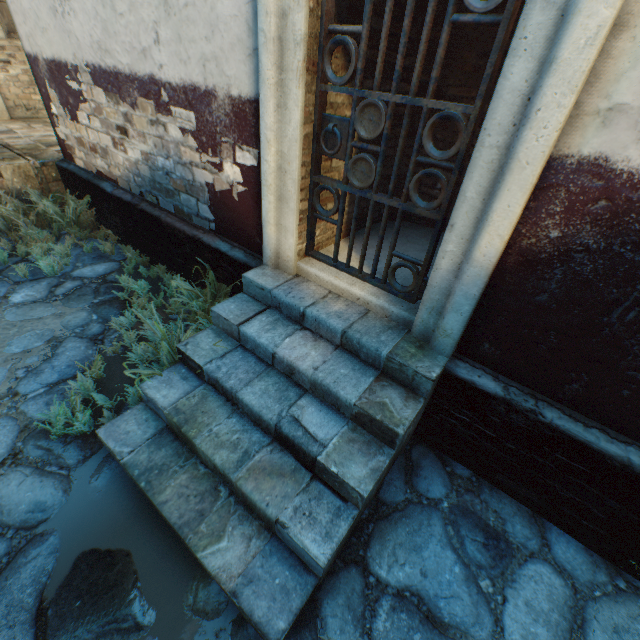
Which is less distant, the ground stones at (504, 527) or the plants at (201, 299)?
the ground stones at (504, 527)

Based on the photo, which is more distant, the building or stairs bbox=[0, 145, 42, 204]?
stairs bbox=[0, 145, 42, 204]

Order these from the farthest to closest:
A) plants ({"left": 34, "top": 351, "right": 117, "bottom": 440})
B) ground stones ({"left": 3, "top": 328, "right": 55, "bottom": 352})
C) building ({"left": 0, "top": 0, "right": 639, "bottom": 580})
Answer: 1. ground stones ({"left": 3, "top": 328, "right": 55, "bottom": 352})
2. plants ({"left": 34, "top": 351, "right": 117, "bottom": 440})
3. building ({"left": 0, "top": 0, "right": 639, "bottom": 580})

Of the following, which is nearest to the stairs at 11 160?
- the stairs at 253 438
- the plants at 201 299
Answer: the plants at 201 299

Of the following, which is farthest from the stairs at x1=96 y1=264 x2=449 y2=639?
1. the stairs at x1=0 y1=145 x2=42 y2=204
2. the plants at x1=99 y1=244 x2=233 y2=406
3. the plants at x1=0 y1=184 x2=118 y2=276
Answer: the stairs at x1=0 y1=145 x2=42 y2=204

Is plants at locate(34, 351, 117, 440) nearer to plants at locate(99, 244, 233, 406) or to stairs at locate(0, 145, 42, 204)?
plants at locate(99, 244, 233, 406)

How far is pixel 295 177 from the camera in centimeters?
263cm

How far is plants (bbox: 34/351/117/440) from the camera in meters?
2.7 m
